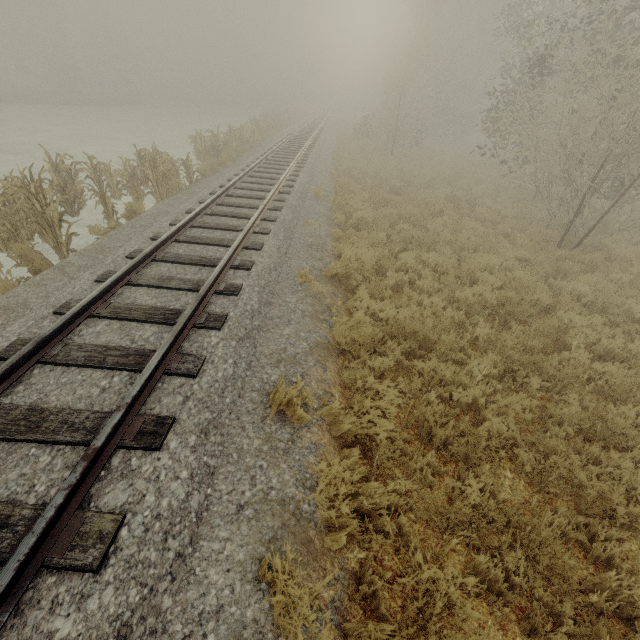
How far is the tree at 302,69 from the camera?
47.08m

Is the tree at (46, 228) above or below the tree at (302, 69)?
below

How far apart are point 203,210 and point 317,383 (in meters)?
6.72

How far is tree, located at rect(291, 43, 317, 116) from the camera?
47.08m

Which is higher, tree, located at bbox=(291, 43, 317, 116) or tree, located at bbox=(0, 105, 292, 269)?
tree, located at bbox=(291, 43, 317, 116)

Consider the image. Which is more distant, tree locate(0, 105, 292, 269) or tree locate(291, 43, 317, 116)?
tree locate(291, 43, 317, 116)
